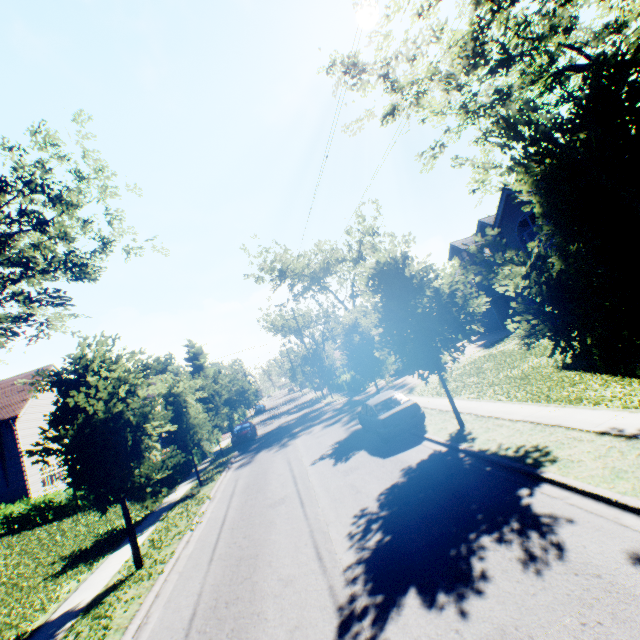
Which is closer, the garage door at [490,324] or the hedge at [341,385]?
the garage door at [490,324]

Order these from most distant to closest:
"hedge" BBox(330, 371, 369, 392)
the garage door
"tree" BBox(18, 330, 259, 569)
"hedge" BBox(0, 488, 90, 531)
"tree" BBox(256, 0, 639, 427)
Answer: "hedge" BBox(330, 371, 369, 392)
the garage door
"hedge" BBox(0, 488, 90, 531)
"tree" BBox(18, 330, 259, 569)
"tree" BBox(256, 0, 639, 427)

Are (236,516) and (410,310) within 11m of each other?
yes

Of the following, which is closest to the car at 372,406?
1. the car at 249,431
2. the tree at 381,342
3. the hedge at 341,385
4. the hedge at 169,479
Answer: the tree at 381,342

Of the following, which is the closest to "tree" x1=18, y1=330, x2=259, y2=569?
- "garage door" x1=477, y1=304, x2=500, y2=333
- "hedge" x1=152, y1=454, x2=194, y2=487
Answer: "hedge" x1=152, y1=454, x2=194, y2=487

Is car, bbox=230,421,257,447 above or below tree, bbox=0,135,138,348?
below

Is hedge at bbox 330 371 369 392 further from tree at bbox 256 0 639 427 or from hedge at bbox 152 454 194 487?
hedge at bbox 152 454 194 487

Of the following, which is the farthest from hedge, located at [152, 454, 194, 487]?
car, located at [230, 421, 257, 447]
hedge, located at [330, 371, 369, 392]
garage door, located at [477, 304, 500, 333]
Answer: garage door, located at [477, 304, 500, 333]
